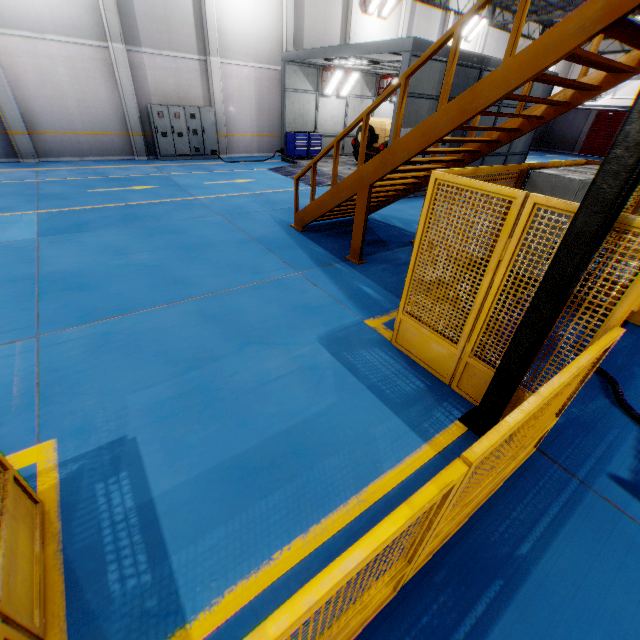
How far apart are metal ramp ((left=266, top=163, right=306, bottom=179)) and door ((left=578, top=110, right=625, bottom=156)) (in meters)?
33.12

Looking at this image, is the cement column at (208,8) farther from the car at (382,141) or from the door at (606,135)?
the door at (606,135)

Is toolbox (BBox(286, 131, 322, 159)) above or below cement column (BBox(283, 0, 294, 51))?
below

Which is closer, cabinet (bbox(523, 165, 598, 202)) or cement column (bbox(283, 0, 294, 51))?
cabinet (bbox(523, 165, 598, 202))

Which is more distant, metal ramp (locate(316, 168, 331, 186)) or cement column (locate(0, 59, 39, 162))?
metal ramp (locate(316, 168, 331, 186))

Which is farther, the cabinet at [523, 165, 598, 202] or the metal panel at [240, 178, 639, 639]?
the cabinet at [523, 165, 598, 202]

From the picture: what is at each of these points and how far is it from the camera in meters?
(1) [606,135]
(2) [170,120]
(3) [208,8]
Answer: (1) door, 30.8
(2) cabinet, 14.5
(3) cement column, 13.7

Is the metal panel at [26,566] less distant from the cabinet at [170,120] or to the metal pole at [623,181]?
the metal pole at [623,181]
